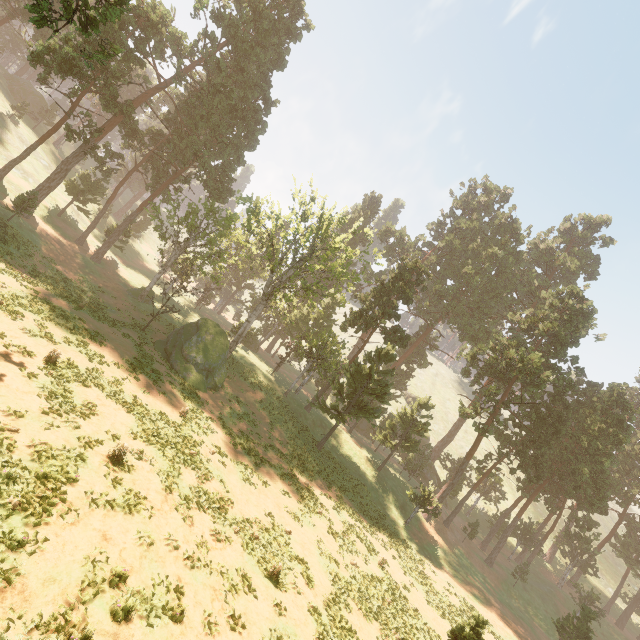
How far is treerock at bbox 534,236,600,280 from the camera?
57.5m

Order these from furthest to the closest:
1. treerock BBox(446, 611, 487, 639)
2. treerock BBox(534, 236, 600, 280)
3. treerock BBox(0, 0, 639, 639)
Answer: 1. treerock BBox(534, 236, 600, 280)
2. treerock BBox(0, 0, 639, 639)
3. treerock BBox(446, 611, 487, 639)

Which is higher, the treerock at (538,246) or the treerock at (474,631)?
the treerock at (538,246)

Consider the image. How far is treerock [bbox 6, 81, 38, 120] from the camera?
47.25m

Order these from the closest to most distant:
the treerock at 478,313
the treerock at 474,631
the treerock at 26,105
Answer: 1. the treerock at 474,631
2. the treerock at 478,313
3. the treerock at 26,105

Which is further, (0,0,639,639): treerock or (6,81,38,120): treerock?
(6,81,38,120): treerock

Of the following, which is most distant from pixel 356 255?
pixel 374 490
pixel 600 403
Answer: pixel 600 403
